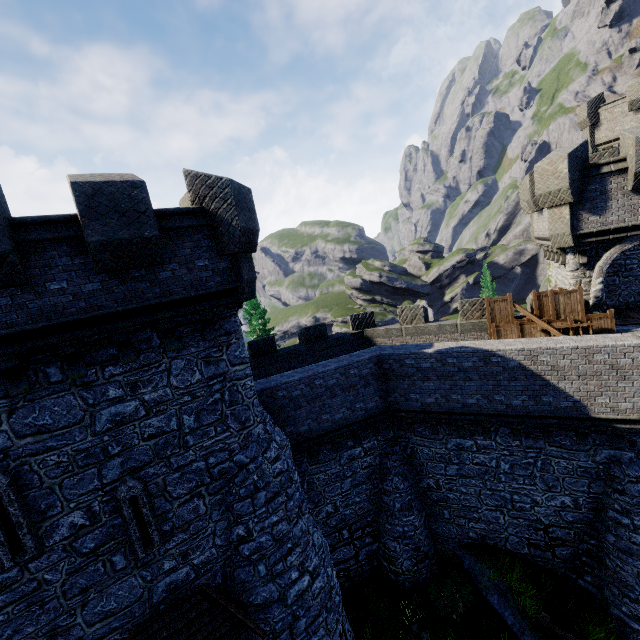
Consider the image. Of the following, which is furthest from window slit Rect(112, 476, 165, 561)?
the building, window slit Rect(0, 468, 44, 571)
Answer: window slit Rect(0, 468, 44, 571)

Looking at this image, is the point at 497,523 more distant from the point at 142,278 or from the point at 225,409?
the point at 142,278

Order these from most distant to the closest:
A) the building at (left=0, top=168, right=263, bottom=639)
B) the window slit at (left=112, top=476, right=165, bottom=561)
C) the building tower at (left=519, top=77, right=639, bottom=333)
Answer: the building tower at (left=519, top=77, right=639, bottom=333) → the window slit at (left=112, top=476, right=165, bottom=561) → the building at (left=0, top=168, right=263, bottom=639)

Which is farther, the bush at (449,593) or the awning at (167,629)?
the bush at (449,593)

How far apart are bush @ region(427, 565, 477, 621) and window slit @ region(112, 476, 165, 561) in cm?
1107

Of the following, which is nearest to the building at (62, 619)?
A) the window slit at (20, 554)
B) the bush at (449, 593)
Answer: the window slit at (20, 554)

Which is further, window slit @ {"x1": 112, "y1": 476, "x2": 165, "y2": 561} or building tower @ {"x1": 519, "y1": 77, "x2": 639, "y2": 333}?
building tower @ {"x1": 519, "y1": 77, "x2": 639, "y2": 333}

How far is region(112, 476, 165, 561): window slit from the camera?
7.8m
